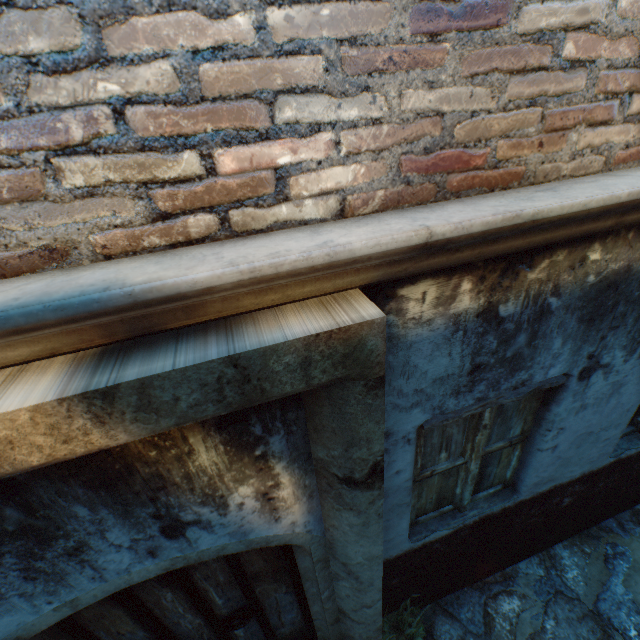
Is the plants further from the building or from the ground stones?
the building

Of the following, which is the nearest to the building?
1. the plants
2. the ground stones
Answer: the ground stones

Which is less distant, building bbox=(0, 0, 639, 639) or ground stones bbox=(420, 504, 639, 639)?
building bbox=(0, 0, 639, 639)

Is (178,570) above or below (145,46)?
below

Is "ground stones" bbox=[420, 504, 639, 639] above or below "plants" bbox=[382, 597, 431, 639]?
below

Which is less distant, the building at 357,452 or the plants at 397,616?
the building at 357,452

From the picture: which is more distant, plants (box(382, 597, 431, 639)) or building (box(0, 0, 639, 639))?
plants (box(382, 597, 431, 639))

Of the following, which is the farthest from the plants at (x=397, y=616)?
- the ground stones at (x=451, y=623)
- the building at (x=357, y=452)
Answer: the building at (x=357, y=452)
